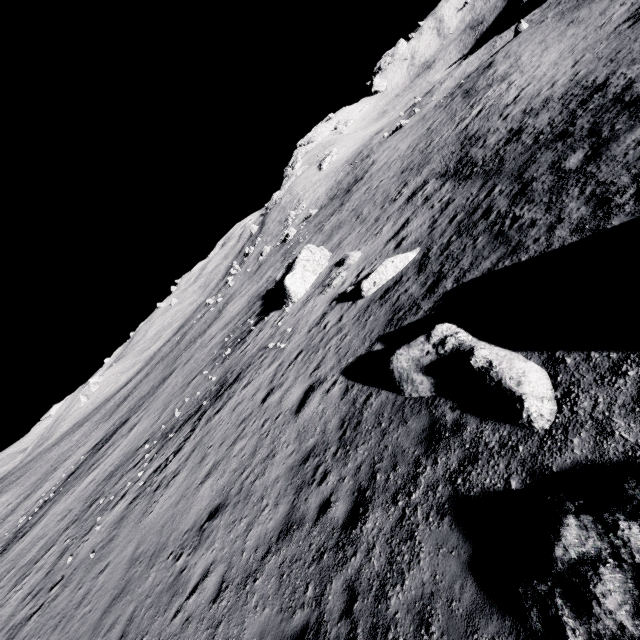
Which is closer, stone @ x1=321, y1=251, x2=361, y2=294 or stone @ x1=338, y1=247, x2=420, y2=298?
stone @ x1=338, y1=247, x2=420, y2=298

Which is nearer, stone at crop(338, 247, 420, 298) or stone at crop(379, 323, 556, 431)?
stone at crop(379, 323, 556, 431)

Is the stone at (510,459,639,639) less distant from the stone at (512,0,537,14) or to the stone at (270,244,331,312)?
the stone at (270,244,331,312)

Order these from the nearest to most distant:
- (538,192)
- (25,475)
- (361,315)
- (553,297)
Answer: (553,297) < (538,192) < (361,315) < (25,475)

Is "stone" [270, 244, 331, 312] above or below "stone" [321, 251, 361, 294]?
above

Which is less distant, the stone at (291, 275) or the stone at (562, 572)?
the stone at (562, 572)

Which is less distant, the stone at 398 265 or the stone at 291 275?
the stone at 398 265

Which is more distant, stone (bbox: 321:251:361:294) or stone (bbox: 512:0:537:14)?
stone (bbox: 512:0:537:14)
